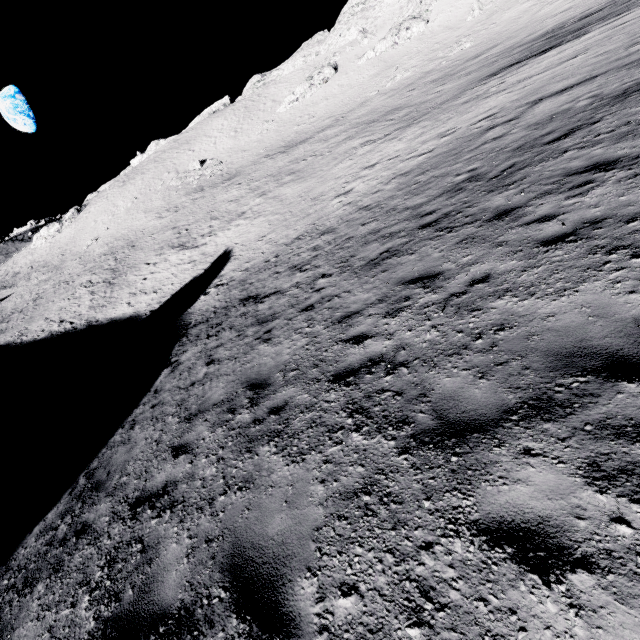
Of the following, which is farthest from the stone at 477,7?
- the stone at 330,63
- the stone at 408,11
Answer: the stone at 330,63

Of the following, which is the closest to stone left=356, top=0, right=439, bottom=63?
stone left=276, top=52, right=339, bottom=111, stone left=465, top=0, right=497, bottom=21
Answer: stone left=276, top=52, right=339, bottom=111

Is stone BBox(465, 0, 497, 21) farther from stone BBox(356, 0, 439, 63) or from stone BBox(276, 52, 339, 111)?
stone BBox(276, 52, 339, 111)

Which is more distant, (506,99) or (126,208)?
(126,208)

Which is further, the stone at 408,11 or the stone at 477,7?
the stone at 408,11

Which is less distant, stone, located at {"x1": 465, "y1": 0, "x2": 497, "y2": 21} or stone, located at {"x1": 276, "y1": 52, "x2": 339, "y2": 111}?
stone, located at {"x1": 465, "y1": 0, "x2": 497, "y2": 21}

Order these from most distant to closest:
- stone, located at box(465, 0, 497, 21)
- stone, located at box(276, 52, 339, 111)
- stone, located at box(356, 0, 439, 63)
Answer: stone, located at box(276, 52, 339, 111)
stone, located at box(356, 0, 439, 63)
stone, located at box(465, 0, 497, 21)
